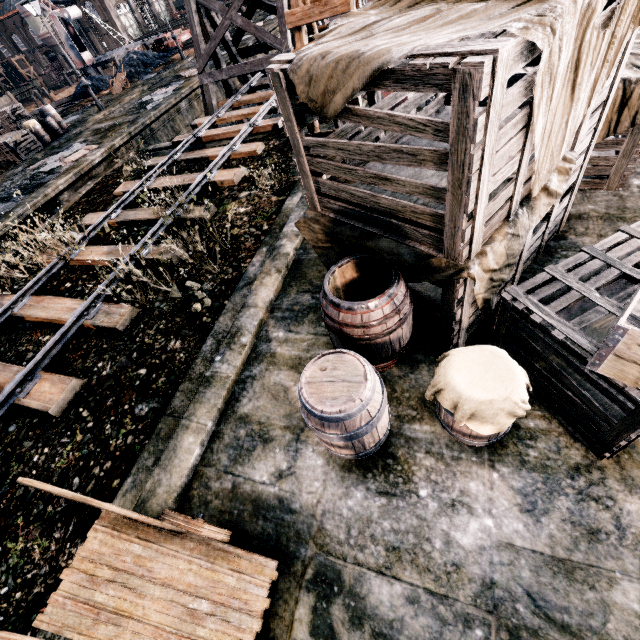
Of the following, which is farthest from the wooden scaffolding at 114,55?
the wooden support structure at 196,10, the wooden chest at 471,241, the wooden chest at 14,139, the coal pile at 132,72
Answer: the wooden chest at 471,241

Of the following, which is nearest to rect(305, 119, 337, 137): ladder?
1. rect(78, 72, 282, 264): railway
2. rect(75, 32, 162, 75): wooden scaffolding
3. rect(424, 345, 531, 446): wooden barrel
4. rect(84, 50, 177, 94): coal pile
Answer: rect(78, 72, 282, 264): railway

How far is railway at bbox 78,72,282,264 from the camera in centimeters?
1009cm

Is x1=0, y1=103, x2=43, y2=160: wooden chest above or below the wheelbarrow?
above

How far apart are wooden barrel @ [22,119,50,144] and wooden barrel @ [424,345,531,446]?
26.3 meters

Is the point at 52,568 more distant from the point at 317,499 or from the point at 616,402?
the point at 616,402

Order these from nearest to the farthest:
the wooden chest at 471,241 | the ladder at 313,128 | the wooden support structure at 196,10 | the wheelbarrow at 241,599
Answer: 1. the wooden chest at 471,241
2. the wheelbarrow at 241,599
3. the ladder at 313,128
4. the wooden support structure at 196,10

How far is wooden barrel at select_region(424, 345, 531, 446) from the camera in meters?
3.0
